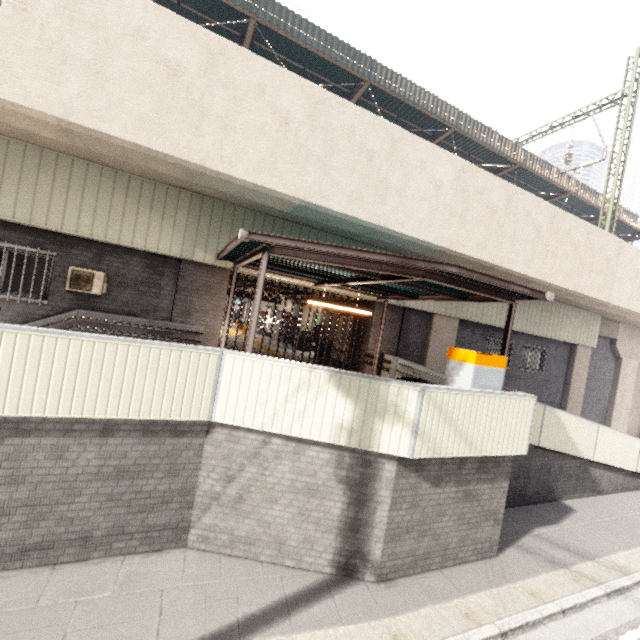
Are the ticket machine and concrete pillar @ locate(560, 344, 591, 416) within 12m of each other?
no

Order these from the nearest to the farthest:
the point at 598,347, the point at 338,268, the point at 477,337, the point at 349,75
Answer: the point at 338,268
the point at 349,75
the point at 477,337
the point at 598,347

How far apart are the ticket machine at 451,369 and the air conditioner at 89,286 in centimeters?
843cm

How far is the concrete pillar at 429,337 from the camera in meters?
12.2 m

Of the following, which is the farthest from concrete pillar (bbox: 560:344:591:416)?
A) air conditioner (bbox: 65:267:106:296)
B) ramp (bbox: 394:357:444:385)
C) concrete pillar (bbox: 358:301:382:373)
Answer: air conditioner (bbox: 65:267:106:296)

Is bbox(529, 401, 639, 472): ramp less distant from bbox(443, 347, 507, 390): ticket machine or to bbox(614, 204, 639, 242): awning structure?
bbox(443, 347, 507, 390): ticket machine

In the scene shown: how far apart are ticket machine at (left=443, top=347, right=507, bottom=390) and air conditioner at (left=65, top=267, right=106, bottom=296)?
8.4 meters

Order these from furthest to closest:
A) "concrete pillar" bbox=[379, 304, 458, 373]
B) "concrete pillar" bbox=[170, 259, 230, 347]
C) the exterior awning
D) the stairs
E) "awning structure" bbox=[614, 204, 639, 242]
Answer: "awning structure" bbox=[614, 204, 639, 242], "concrete pillar" bbox=[379, 304, 458, 373], "concrete pillar" bbox=[170, 259, 230, 347], the stairs, the exterior awning
